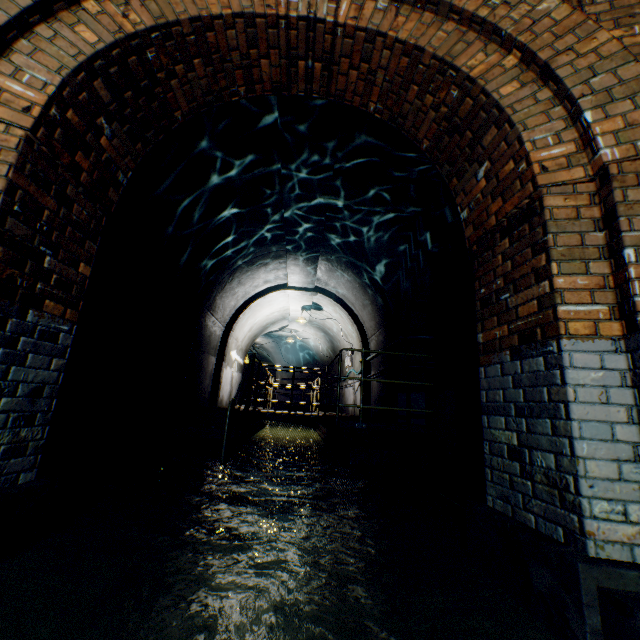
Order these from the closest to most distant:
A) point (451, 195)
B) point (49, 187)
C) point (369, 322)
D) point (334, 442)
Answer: point (49, 187), point (451, 195), point (334, 442), point (369, 322)

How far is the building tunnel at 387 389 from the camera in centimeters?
735cm

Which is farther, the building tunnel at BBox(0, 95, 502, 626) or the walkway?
the walkway

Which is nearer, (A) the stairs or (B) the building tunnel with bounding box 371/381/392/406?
(A) the stairs

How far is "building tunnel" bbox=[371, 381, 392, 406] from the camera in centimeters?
735cm

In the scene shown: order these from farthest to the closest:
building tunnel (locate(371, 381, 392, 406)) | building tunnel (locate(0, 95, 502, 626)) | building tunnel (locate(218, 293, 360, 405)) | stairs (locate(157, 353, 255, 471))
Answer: building tunnel (locate(218, 293, 360, 405))
building tunnel (locate(371, 381, 392, 406))
stairs (locate(157, 353, 255, 471))
building tunnel (locate(0, 95, 502, 626))
